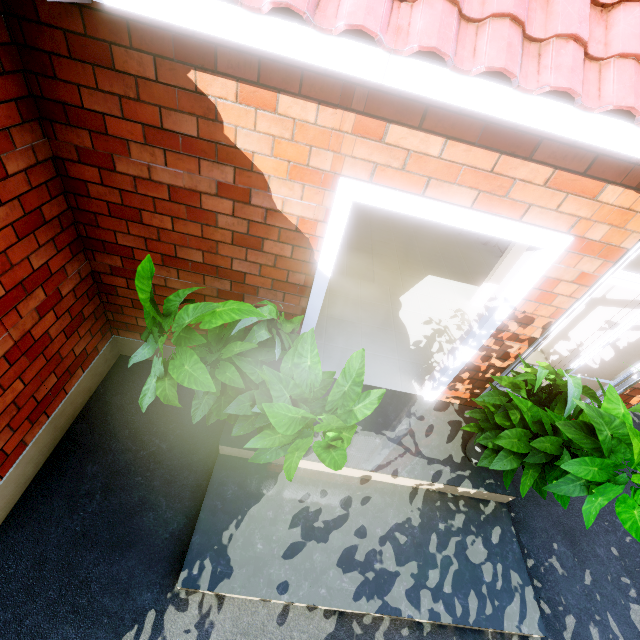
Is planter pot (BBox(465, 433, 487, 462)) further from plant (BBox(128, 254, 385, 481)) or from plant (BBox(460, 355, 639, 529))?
plant (BBox(128, 254, 385, 481))

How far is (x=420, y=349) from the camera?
4.4m

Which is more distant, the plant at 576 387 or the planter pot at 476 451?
the planter pot at 476 451

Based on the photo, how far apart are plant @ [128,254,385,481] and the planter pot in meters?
1.8 m

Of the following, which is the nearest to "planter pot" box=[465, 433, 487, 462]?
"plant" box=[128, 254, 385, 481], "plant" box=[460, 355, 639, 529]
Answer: "plant" box=[460, 355, 639, 529]

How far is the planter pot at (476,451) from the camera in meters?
3.2

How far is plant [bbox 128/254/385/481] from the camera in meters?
1.7
